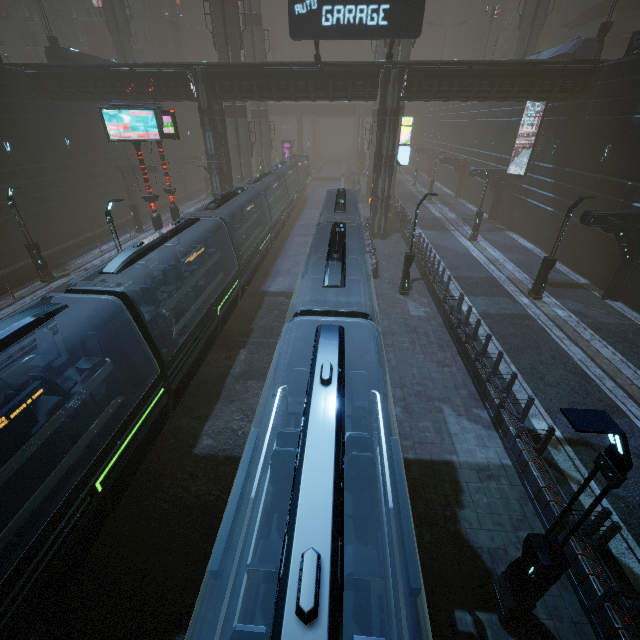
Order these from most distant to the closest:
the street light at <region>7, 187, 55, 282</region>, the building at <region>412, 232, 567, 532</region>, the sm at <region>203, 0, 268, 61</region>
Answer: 1. the sm at <region>203, 0, 268, 61</region>
2. the street light at <region>7, 187, 55, 282</region>
3. the building at <region>412, 232, 567, 532</region>

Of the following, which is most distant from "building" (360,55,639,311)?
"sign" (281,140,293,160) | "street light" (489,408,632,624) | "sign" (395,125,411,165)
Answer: "street light" (489,408,632,624)

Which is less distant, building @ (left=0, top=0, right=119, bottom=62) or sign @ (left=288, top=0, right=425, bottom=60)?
sign @ (left=288, top=0, right=425, bottom=60)

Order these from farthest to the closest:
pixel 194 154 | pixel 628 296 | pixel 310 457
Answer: pixel 194 154 < pixel 628 296 < pixel 310 457

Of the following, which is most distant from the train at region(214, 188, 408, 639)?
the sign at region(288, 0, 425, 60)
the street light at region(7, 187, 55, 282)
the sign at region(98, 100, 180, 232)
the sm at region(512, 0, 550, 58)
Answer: the sm at region(512, 0, 550, 58)

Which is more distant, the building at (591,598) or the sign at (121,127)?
the sign at (121,127)

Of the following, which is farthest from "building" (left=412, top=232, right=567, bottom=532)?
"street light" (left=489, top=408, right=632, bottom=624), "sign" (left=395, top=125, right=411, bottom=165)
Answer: "street light" (left=489, top=408, right=632, bottom=624)

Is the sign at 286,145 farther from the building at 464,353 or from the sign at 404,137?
the sign at 404,137
